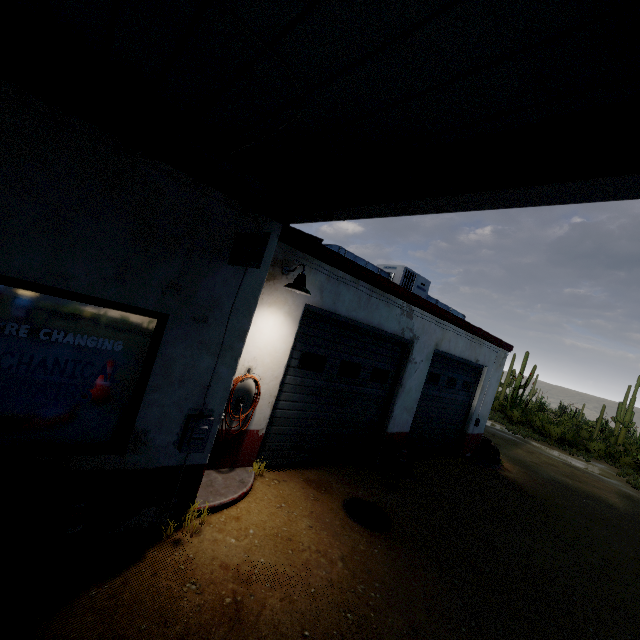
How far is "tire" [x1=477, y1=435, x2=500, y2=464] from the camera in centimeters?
1132cm

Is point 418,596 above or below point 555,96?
below

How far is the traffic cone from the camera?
2.99m

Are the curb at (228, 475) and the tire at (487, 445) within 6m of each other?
no

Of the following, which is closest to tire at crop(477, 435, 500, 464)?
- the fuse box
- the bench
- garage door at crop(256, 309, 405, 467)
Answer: garage door at crop(256, 309, 405, 467)

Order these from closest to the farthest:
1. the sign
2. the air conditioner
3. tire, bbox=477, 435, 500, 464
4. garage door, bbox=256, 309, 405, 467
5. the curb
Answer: the sign < the curb < garage door, bbox=256, 309, 405, 467 < the air conditioner < tire, bbox=477, 435, 500, 464

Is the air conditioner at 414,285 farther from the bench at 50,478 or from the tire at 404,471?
the bench at 50,478

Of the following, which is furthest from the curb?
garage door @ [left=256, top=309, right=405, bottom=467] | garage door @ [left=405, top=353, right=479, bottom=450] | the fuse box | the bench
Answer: garage door @ [left=405, top=353, right=479, bottom=450]
